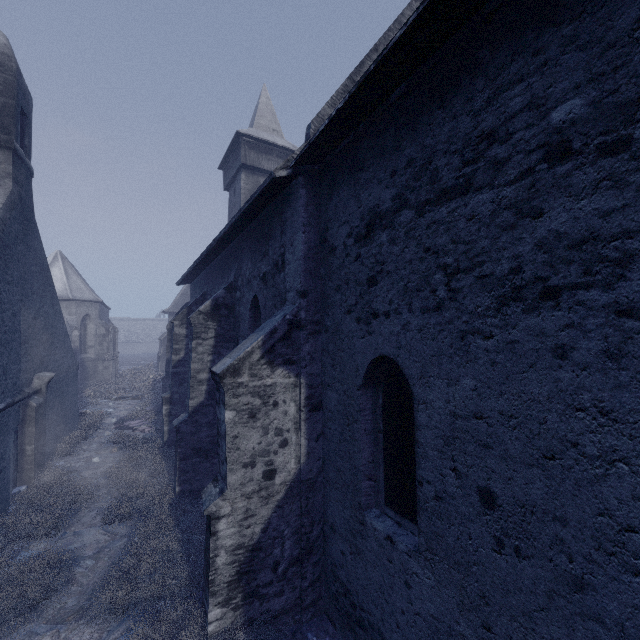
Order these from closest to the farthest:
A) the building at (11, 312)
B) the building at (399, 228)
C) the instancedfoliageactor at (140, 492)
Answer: the building at (399, 228) → the instancedfoliageactor at (140, 492) → the building at (11, 312)

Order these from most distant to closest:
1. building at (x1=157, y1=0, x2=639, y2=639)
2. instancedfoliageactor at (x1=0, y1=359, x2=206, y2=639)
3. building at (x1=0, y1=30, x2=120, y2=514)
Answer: building at (x1=0, y1=30, x2=120, y2=514) < instancedfoliageactor at (x1=0, y1=359, x2=206, y2=639) < building at (x1=157, y1=0, x2=639, y2=639)

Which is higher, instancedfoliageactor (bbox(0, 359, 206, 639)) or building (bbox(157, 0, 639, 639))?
building (bbox(157, 0, 639, 639))

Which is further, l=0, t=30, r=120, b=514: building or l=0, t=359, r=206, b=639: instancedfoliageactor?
l=0, t=30, r=120, b=514: building

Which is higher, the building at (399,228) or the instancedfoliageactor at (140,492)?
the building at (399,228)

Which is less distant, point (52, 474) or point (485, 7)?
point (485, 7)
